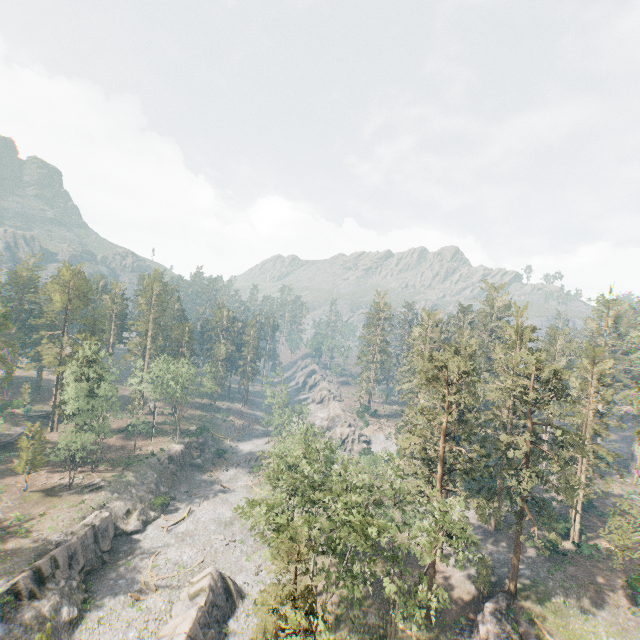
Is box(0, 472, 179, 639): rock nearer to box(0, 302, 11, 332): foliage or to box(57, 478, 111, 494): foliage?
box(57, 478, 111, 494): foliage

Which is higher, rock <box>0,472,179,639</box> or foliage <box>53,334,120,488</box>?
foliage <box>53,334,120,488</box>

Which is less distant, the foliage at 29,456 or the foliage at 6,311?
the foliage at 29,456

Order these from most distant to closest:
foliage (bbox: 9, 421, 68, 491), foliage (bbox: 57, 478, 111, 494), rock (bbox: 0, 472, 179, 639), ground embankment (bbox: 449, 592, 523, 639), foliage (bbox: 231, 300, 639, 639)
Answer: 1. foliage (bbox: 57, 478, 111, 494)
2. foliage (bbox: 9, 421, 68, 491)
3. ground embankment (bbox: 449, 592, 523, 639)
4. rock (bbox: 0, 472, 179, 639)
5. foliage (bbox: 231, 300, 639, 639)

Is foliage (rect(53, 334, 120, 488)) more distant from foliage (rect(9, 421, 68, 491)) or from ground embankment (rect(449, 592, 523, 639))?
ground embankment (rect(449, 592, 523, 639))

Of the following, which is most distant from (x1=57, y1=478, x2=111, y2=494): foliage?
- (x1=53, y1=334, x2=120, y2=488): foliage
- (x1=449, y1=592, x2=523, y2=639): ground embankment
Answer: (x1=53, y1=334, x2=120, y2=488): foliage

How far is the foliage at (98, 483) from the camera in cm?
4944

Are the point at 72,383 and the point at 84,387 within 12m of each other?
yes
